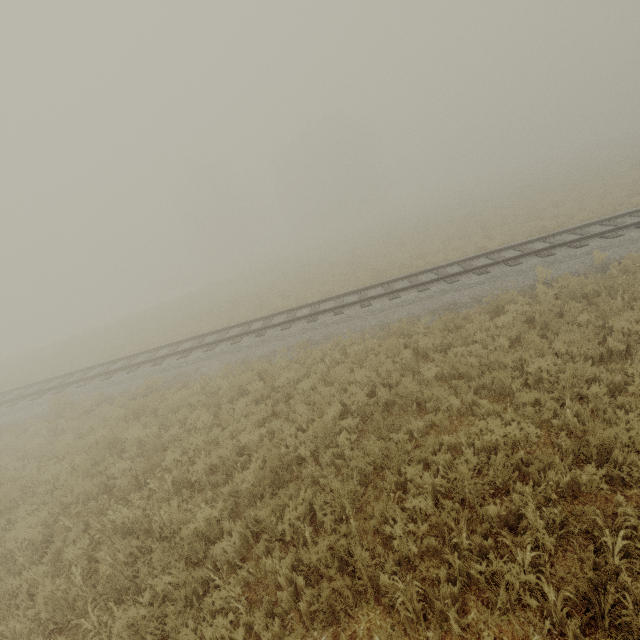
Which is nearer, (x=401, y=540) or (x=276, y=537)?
(x=401, y=540)
